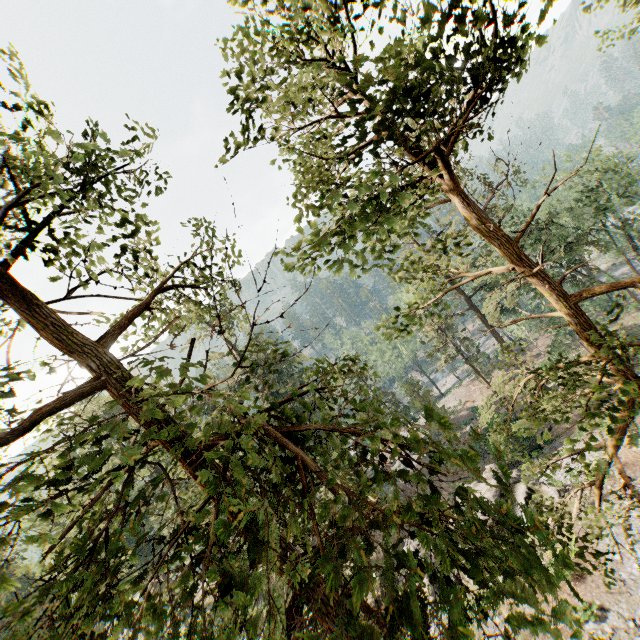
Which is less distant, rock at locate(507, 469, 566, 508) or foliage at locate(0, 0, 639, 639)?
foliage at locate(0, 0, 639, 639)

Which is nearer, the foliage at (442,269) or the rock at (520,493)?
the foliage at (442,269)

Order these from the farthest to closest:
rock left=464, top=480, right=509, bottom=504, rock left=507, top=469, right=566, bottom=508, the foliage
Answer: rock left=464, top=480, right=509, bottom=504 < rock left=507, top=469, right=566, bottom=508 < the foliage

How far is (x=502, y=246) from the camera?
8.0m

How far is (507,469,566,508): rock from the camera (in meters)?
21.25

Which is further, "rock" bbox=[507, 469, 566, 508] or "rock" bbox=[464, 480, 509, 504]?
"rock" bbox=[464, 480, 509, 504]
